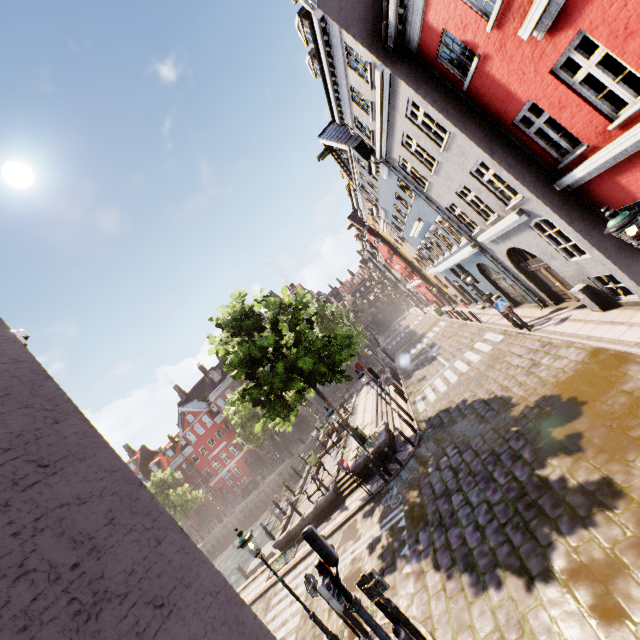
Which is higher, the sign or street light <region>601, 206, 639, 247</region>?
street light <region>601, 206, 639, 247</region>

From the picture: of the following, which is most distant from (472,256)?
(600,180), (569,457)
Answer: (569,457)

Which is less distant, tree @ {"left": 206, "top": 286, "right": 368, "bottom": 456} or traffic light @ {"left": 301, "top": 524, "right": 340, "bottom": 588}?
traffic light @ {"left": 301, "top": 524, "right": 340, "bottom": 588}

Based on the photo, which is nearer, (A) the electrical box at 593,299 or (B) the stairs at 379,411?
(A) the electrical box at 593,299

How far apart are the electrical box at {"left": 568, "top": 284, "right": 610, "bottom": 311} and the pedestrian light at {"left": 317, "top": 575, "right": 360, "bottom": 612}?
11.3m

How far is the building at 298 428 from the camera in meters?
46.4 m

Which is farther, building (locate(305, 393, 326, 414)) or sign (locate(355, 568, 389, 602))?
building (locate(305, 393, 326, 414))

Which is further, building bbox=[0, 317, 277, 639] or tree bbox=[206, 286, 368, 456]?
tree bbox=[206, 286, 368, 456]
